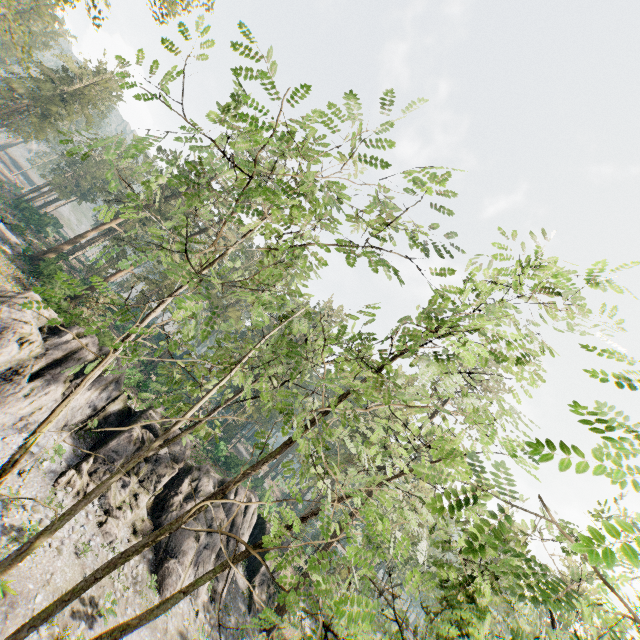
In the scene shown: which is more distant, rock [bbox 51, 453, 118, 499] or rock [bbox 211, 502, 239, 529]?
rock [bbox 211, 502, 239, 529]

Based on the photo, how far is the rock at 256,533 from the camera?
26.7m

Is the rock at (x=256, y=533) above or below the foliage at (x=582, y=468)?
below

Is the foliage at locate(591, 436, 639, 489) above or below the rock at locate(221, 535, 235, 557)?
above

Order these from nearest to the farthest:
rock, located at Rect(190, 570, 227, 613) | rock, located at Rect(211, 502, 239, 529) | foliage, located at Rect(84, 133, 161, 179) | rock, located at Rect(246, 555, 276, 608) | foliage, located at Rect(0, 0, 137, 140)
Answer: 1. foliage, located at Rect(84, 133, 161, 179)
2. foliage, located at Rect(0, 0, 137, 140)
3. rock, located at Rect(190, 570, 227, 613)
4. rock, located at Rect(211, 502, 239, 529)
5. rock, located at Rect(246, 555, 276, 608)

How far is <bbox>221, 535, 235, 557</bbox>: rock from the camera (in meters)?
25.05

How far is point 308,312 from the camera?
4.57m
